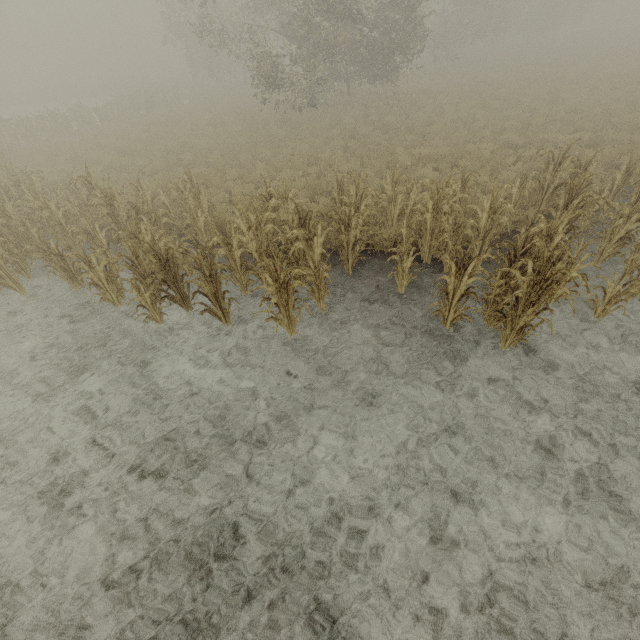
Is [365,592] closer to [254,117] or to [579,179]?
[579,179]
